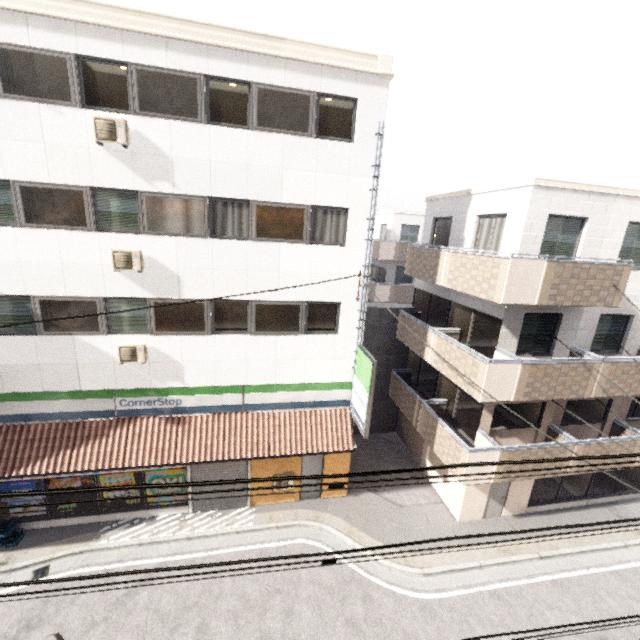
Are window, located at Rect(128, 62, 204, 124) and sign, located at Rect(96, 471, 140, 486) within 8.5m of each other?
no

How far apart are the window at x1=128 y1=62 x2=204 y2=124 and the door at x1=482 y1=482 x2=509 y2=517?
14.83m

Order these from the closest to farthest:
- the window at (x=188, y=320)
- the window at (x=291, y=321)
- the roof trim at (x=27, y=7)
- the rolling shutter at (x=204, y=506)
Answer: the roof trim at (x=27, y=7), the window at (x=188, y=320), the window at (x=291, y=321), the rolling shutter at (x=204, y=506)

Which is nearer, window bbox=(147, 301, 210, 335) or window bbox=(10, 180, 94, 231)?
window bbox=(10, 180, 94, 231)

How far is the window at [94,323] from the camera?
9.2m

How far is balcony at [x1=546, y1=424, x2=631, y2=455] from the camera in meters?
10.8 m

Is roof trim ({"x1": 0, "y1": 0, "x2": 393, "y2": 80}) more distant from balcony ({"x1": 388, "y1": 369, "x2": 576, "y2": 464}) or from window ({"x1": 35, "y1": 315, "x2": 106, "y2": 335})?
balcony ({"x1": 388, "y1": 369, "x2": 576, "y2": 464})

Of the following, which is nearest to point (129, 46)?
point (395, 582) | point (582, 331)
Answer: point (582, 331)
